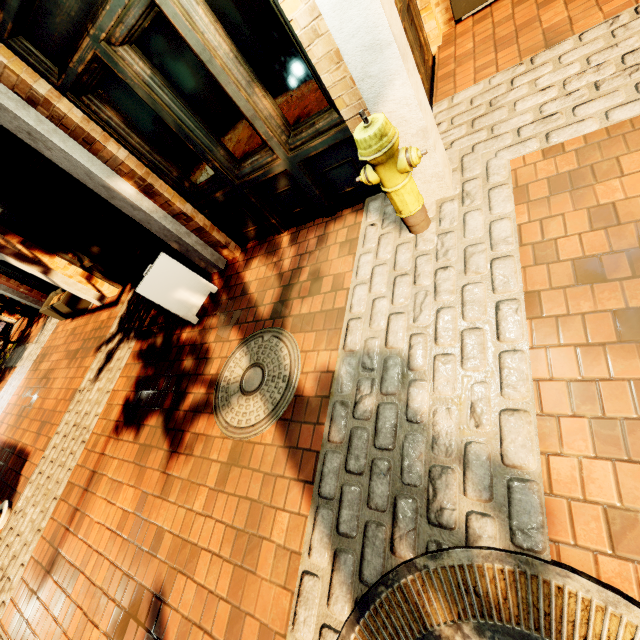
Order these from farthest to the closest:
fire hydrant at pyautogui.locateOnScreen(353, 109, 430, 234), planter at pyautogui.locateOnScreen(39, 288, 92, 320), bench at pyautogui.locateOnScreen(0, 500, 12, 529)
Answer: planter at pyautogui.locateOnScreen(39, 288, 92, 320), bench at pyautogui.locateOnScreen(0, 500, 12, 529), fire hydrant at pyautogui.locateOnScreen(353, 109, 430, 234)

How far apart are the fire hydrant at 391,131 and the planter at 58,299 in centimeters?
717cm

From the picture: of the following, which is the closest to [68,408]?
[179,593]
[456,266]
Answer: [179,593]

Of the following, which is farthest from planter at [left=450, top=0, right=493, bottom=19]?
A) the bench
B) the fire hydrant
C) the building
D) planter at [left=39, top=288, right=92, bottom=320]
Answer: the bench

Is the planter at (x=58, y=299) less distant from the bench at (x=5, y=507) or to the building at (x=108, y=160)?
the building at (x=108, y=160)

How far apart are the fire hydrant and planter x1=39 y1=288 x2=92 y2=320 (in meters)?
7.17

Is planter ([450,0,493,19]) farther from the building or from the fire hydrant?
the fire hydrant

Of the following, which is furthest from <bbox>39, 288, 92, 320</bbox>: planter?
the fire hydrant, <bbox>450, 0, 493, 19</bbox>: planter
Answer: <bbox>450, 0, 493, 19</bbox>: planter
